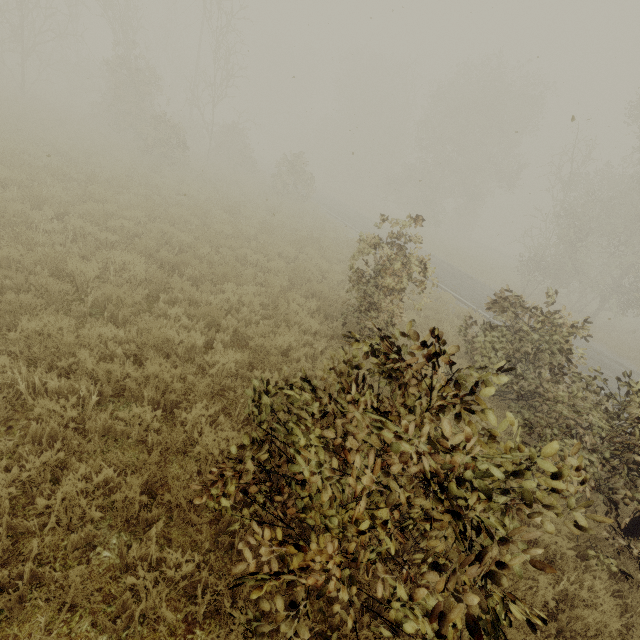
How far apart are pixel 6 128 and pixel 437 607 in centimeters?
1954cm

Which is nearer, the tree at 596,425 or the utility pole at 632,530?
the tree at 596,425

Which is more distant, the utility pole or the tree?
the utility pole
